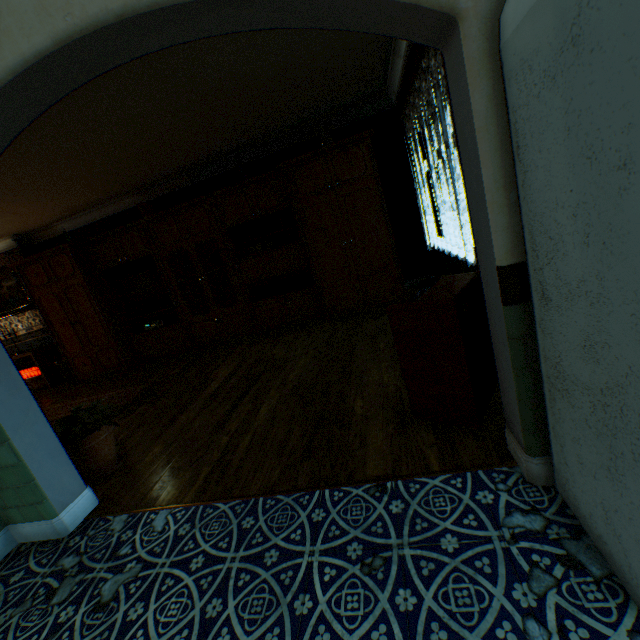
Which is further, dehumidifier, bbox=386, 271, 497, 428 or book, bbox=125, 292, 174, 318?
book, bbox=125, 292, 174, 318

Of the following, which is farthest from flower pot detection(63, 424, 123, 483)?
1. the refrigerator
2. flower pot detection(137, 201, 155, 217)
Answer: flower pot detection(137, 201, 155, 217)

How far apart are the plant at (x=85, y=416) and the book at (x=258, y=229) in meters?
3.3 m

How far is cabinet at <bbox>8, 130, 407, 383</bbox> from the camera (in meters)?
4.88

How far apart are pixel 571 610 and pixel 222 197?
5.8 meters

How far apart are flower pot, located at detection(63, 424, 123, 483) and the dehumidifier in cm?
264

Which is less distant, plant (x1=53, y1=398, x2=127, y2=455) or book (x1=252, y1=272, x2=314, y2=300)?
plant (x1=53, y1=398, x2=127, y2=455)

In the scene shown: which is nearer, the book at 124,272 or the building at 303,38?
the building at 303,38
